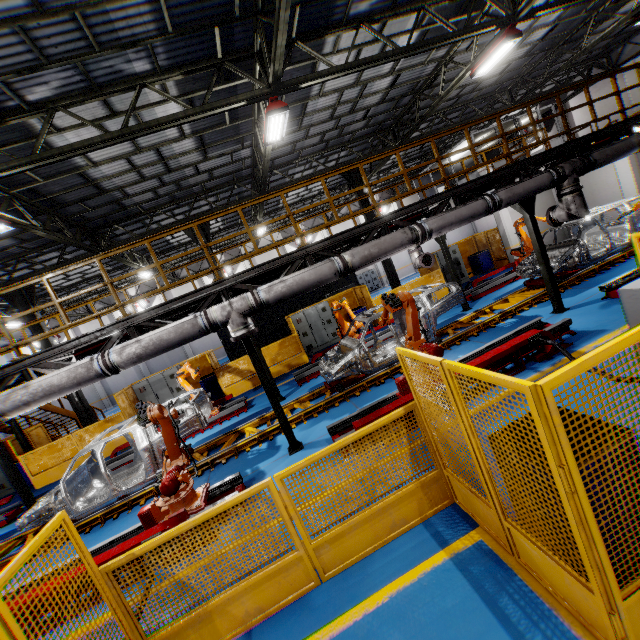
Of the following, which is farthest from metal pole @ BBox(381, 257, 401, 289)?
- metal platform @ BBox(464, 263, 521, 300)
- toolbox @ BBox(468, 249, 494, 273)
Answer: toolbox @ BBox(468, 249, 494, 273)

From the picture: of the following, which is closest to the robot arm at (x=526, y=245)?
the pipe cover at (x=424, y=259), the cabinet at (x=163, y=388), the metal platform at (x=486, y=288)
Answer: the metal platform at (x=486, y=288)

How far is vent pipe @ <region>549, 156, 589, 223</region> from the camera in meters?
8.0 m

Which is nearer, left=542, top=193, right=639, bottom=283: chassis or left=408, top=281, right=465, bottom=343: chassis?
left=408, top=281, right=465, bottom=343: chassis

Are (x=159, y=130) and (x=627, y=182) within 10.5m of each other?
no

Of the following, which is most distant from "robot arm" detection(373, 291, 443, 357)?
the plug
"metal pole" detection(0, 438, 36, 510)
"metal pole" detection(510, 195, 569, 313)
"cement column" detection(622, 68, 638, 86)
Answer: "cement column" detection(622, 68, 638, 86)

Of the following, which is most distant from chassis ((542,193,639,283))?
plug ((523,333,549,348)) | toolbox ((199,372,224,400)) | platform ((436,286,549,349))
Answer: toolbox ((199,372,224,400))

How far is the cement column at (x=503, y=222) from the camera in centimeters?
1636cm
